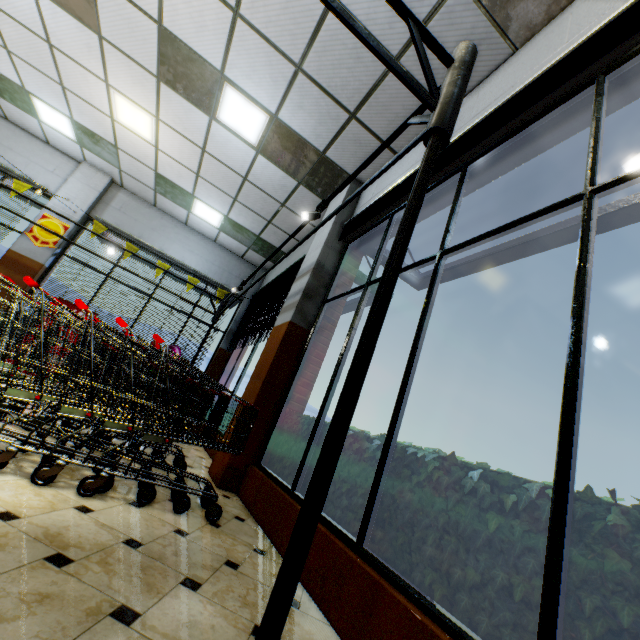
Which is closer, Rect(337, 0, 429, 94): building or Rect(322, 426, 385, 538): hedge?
Rect(322, 426, 385, 538): hedge

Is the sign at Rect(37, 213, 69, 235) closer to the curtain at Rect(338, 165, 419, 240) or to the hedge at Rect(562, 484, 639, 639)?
the hedge at Rect(562, 484, 639, 639)

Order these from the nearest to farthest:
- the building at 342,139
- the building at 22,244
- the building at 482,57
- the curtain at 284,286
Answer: the building at 482,57
the building at 342,139
the curtain at 284,286
the building at 22,244

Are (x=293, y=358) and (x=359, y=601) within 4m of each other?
yes

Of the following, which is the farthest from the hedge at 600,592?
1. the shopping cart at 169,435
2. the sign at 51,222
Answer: the sign at 51,222

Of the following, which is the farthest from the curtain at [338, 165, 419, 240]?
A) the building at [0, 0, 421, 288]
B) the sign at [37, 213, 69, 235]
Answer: the sign at [37, 213, 69, 235]

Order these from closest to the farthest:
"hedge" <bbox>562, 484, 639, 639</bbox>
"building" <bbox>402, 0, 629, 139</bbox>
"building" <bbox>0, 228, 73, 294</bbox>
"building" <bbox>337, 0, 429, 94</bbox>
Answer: "hedge" <bbox>562, 484, 639, 639</bbox> < "building" <bbox>402, 0, 629, 139</bbox> < "building" <bbox>337, 0, 429, 94</bbox> < "building" <bbox>0, 228, 73, 294</bbox>

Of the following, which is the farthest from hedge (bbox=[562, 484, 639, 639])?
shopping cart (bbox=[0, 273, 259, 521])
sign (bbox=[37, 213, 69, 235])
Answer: sign (bbox=[37, 213, 69, 235])
